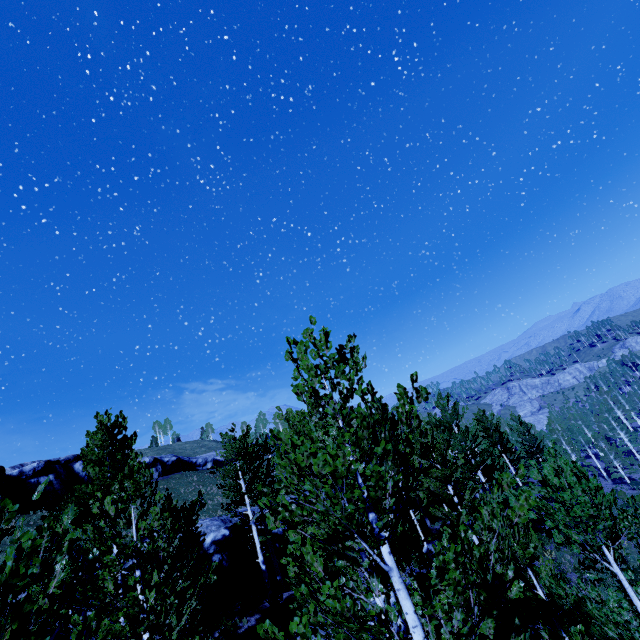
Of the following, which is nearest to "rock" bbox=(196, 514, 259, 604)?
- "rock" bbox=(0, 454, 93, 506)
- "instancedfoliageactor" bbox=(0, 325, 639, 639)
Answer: "instancedfoliageactor" bbox=(0, 325, 639, 639)

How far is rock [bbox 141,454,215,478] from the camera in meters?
50.5 m

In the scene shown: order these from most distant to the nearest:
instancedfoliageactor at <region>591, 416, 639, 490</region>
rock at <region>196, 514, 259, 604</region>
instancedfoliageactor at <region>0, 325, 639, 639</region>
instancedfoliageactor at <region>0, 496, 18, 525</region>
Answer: instancedfoliageactor at <region>591, 416, 639, 490</region>, rock at <region>196, 514, 259, 604</region>, instancedfoliageactor at <region>0, 325, 639, 639</region>, instancedfoliageactor at <region>0, 496, 18, 525</region>

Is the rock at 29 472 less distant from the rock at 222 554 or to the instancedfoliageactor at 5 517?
the instancedfoliageactor at 5 517

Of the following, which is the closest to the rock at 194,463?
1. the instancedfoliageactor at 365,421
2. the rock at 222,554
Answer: the instancedfoliageactor at 365,421

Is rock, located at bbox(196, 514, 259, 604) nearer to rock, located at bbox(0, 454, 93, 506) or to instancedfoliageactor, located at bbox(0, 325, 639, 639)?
instancedfoliageactor, located at bbox(0, 325, 639, 639)

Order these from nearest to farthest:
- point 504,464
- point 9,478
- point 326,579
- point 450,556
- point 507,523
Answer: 1. point 450,556
2. point 326,579
3. point 507,523
4. point 504,464
5. point 9,478

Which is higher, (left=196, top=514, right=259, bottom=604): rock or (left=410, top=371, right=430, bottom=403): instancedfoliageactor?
(left=410, top=371, right=430, bottom=403): instancedfoliageactor
